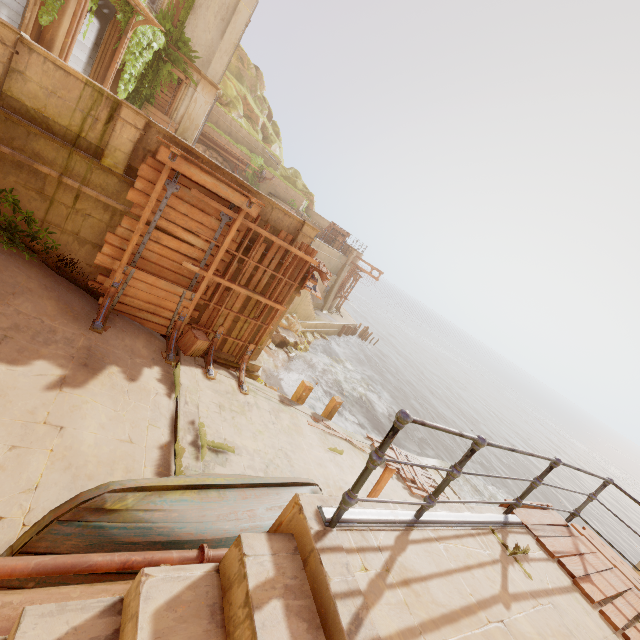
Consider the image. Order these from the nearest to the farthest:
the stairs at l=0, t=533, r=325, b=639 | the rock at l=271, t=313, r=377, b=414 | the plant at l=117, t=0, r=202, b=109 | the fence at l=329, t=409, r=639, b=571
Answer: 1. the stairs at l=0, t=533, r=325, b=639
2. the fence at l=329, t=409, r=639, b=571
3. the plant at l=117, t=0, r=202, b=109
4. the rock at l=271, t=313, r=377, b=414

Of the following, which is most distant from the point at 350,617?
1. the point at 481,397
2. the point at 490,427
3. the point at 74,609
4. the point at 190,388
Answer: the point at 481,397

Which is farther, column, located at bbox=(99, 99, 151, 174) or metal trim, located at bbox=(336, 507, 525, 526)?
column, located at bbox=(99, 99, 151, 174)

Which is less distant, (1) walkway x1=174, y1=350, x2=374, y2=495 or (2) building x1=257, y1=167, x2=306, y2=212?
(1) walkway x1=174, y1=350, x2=374, y2=495

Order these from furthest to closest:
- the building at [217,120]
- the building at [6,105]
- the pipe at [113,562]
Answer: the building at [217,120], the building at [6,105], the pipe at [113,562]

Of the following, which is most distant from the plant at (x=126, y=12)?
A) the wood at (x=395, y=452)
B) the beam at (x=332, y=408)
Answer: the beam at (x=332, y=408)

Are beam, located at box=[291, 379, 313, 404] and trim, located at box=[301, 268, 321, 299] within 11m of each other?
yes

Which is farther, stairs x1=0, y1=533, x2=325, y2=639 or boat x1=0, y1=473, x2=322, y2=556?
boat x1=0, y1=473, x2=322, y2=556
